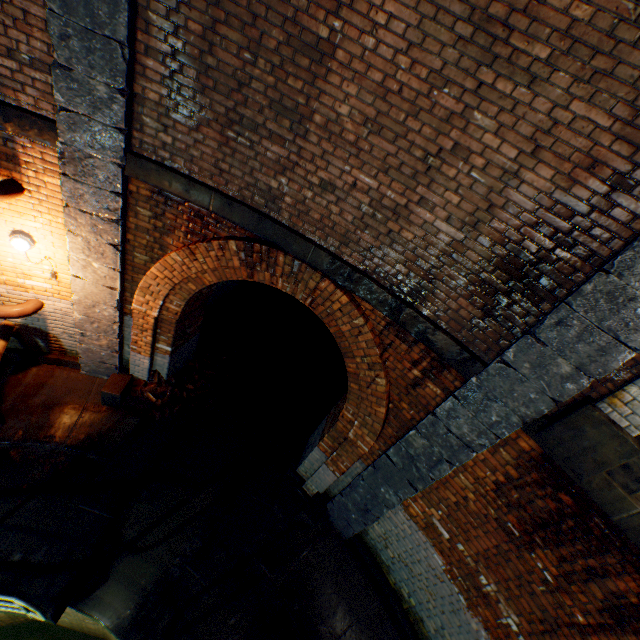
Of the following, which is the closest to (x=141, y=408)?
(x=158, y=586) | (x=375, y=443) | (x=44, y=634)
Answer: (x=158, y=586)

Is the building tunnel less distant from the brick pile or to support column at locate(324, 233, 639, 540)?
the brick pile

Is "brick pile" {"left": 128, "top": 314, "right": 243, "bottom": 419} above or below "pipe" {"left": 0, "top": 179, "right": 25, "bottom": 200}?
below

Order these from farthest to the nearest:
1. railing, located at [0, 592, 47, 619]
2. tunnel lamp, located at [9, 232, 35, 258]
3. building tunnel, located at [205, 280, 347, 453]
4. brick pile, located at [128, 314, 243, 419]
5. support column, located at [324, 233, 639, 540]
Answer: building tunnel, located at [205, 280, 347, 453] → brick pile, located at [128, 314, 243, 419] → tunnel lamp, located at [9, 232, 35, 258] → railing, located at [0, 592, 47, 619] → support column, located at [324, 233, 639, 540]

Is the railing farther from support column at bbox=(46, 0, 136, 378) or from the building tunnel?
the building tunnel

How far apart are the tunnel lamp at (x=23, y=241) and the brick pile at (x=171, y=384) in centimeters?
233cm

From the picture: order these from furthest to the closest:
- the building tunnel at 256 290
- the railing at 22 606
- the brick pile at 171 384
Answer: the building tunnel at 256 290
the brick pile at 171 384
the railing at 22 606

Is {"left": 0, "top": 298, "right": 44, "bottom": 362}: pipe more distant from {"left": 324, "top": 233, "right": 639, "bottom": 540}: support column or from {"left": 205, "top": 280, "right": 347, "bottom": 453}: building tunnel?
{"left": 324, "top": 233, "right": 639, "bottom": 540}: support column
